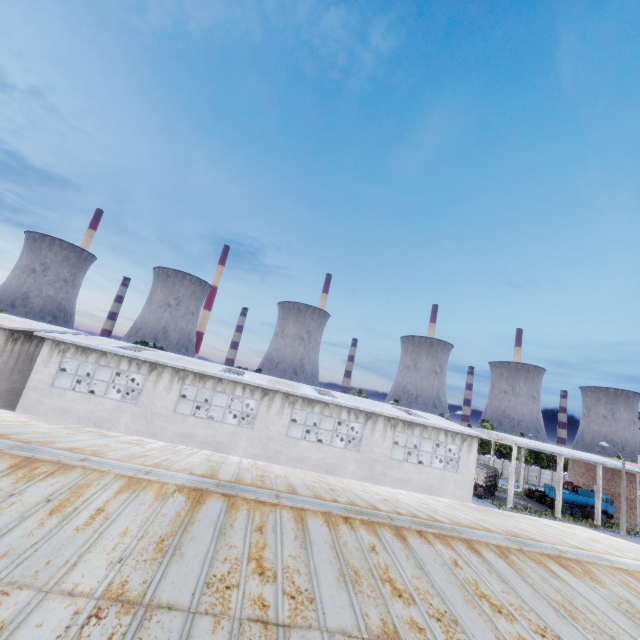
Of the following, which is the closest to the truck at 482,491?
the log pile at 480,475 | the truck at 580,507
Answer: the log pile at 480,475

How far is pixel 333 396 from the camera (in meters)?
27.34

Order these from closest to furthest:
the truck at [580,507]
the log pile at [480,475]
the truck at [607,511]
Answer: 1. the log pile at [480,475]
2. the truck at [580,507]
3. the truck at [607,511]

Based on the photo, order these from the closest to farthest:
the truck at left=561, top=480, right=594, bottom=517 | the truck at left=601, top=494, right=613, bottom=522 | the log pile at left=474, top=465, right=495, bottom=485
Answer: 1. the log pile at left=474, top=465, right=495, bottom=485
2. the truck at left=561, top=480, right=594, bottom=517
3. the truck at left=601, top=494, right=613, bottom=522

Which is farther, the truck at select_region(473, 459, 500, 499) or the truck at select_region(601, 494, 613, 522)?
the truck at select_region(601, 494, 613, 522)

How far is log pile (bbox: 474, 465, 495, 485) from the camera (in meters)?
41.81

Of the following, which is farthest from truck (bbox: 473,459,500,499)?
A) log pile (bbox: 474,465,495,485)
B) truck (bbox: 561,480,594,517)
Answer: truck (bbox: 561,480,594,517)

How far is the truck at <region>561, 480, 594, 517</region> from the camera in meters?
44.3
